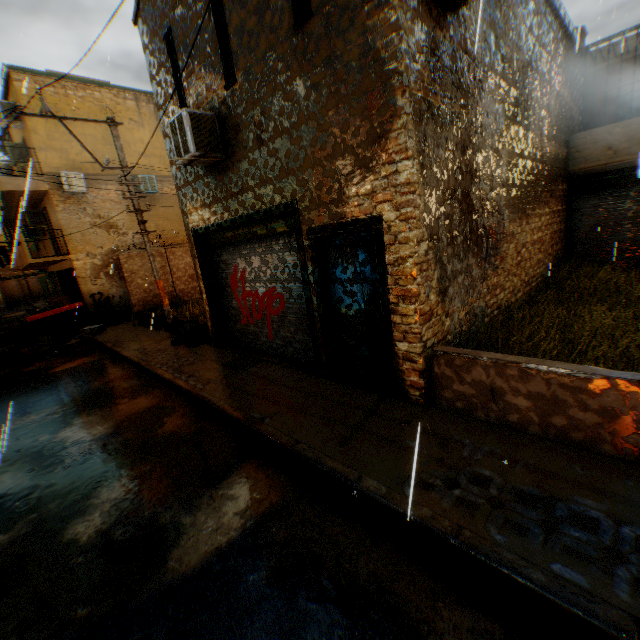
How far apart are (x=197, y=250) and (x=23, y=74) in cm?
1309

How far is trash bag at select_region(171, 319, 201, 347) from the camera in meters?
9.8 m

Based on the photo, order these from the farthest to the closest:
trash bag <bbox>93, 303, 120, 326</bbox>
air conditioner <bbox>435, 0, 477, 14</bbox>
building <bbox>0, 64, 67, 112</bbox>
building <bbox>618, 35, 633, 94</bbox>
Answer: trash bag <bbox>93, 303, 120, 326</bbox>, building <bbox>0, 64, 67, 112</bbox>, building <bbox>618, 35, 633, 94</bbox>, air conditioner <bbox>435, 0, 477, 14</bbox>

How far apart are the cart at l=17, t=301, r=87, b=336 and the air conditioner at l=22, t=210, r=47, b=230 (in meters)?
4.94

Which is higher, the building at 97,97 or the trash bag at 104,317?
the building at 97,97

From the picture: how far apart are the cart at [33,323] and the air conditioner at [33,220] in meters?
4.9

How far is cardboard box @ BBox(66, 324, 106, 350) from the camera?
12.6m

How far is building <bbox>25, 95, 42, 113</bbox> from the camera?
13.5m
